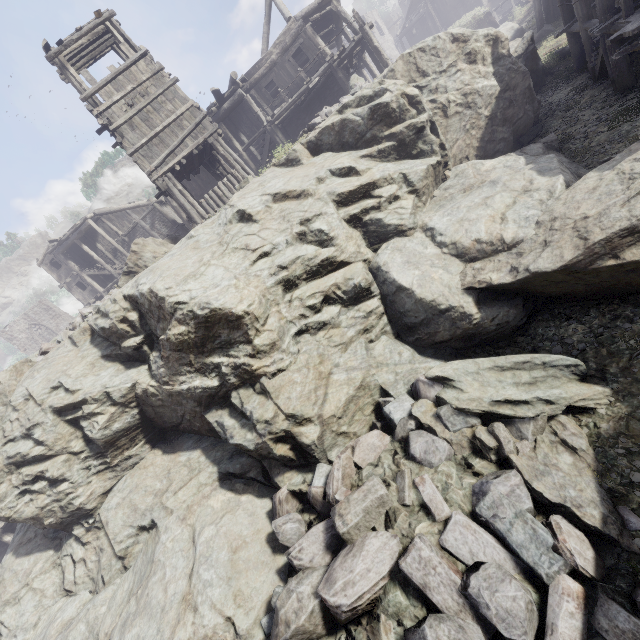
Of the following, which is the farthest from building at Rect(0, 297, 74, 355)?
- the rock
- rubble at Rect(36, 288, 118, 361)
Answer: rubble at Rect(36, 288, 118, 361)

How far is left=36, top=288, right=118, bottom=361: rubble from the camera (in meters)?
9.82

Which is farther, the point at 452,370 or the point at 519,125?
the point at 519,125

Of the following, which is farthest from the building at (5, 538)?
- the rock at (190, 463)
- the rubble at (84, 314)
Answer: the rubble at (84, 314)

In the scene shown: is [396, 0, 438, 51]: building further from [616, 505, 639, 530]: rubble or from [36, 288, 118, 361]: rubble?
[36, 288, 118, 361]: rubble

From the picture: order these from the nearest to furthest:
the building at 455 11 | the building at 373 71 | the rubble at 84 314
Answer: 1. the rubble at 84 314
2. the building at 373 71
3. the building at 455 11

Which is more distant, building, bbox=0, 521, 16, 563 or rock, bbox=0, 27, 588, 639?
building, bbox=0, 521, 16, 563

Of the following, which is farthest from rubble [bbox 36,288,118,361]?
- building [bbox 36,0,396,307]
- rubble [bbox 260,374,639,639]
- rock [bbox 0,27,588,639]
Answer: rubble [bbox 260,374,639,639]
